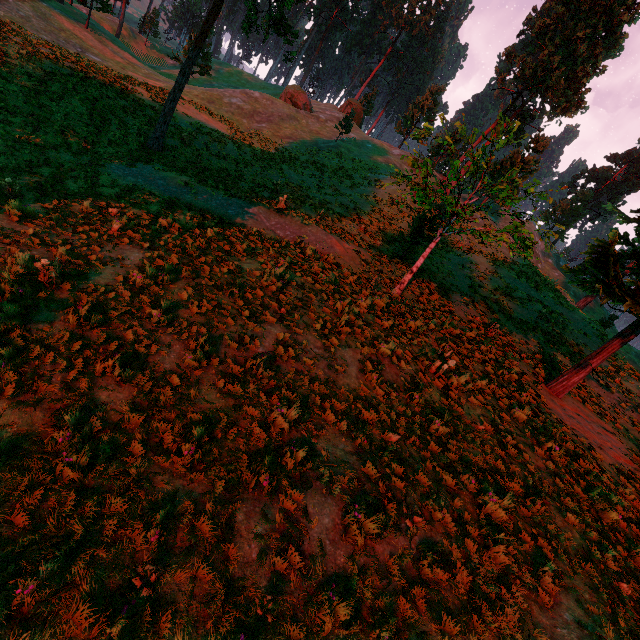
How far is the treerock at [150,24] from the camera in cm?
5756

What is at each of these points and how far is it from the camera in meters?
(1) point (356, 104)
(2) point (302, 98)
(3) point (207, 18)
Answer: (1) treerock, 51.3 m
(2) treerock, 43.2 m
(3) treerock, 17.0 m

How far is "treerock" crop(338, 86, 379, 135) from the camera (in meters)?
36.22

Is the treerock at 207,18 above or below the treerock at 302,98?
below

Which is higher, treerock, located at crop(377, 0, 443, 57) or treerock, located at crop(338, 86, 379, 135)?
treerock, located at crop(377, 0, 443, 57)
